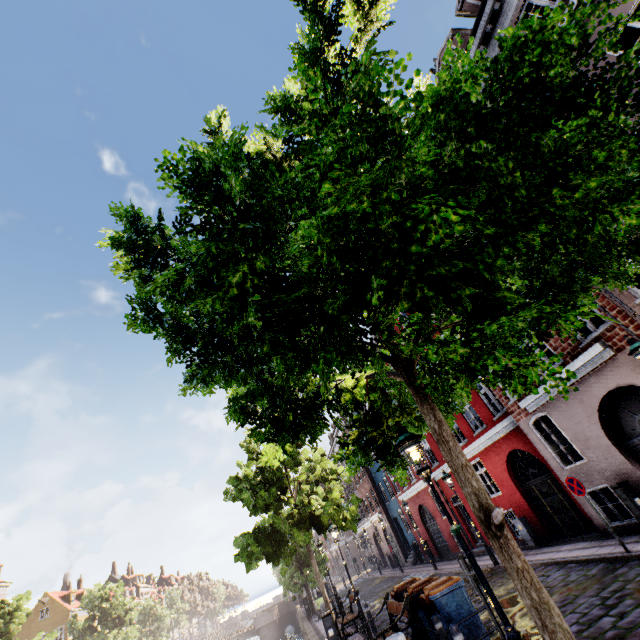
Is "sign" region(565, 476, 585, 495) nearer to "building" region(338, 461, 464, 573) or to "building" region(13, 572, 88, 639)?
"building" region(338, 461, 464, 573)

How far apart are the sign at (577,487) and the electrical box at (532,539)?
5.7m

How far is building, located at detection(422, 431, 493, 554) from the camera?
17.86m

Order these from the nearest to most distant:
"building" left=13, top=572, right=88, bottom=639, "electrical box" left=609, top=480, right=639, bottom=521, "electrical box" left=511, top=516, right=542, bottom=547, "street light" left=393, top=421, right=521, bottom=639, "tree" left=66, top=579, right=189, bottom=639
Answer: "street light" left=393, top=421, right=521, bottom=639 → "electrical box" left=609, top=480, right=639, bottom=521 → "electrical box" left=511, top=516, right=542, bottom=547 → "tree" left=66, top=579, right=189, bottom=639 → "building" left=13, top=572, right=88, bottom=639

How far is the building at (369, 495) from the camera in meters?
21.7

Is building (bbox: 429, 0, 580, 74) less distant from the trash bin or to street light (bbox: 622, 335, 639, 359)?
street light (bbox: 622, 335, 639, 359)

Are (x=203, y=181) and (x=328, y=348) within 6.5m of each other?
yes

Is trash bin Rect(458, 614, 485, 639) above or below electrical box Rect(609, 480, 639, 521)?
below
